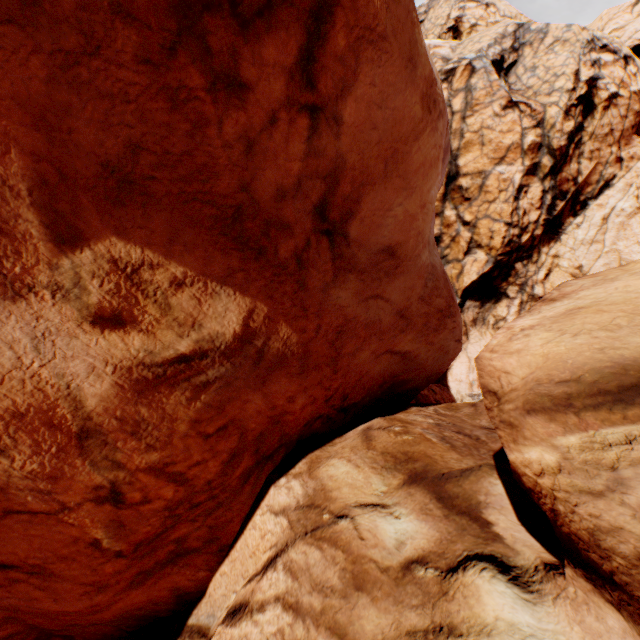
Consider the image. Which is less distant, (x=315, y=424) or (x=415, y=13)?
(x=415, y=13)
